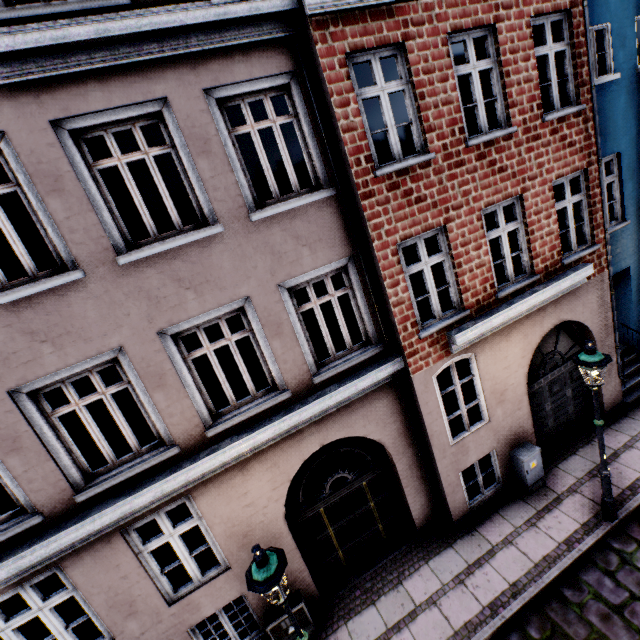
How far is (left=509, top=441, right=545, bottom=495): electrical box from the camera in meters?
7.2

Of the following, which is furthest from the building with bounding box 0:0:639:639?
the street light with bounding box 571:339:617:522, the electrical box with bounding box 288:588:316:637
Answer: the street light with bounding box 571:339:617:522

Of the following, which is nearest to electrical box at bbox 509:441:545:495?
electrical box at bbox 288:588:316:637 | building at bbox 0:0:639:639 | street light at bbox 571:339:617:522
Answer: building at bbox 0:0:639:639

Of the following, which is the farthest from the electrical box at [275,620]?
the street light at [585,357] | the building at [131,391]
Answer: the street light at [585,357]

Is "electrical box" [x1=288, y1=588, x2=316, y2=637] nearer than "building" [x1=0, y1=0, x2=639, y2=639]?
No

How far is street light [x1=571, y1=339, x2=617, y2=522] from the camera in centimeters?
534cm

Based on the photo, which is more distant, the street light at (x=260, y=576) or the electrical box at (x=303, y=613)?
the electrical box at (x=303, y=613)

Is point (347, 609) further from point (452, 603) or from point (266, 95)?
point (266, 95)
